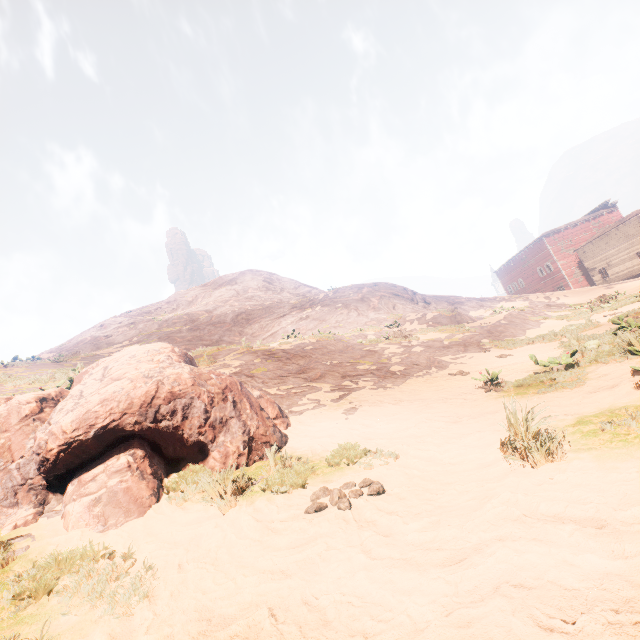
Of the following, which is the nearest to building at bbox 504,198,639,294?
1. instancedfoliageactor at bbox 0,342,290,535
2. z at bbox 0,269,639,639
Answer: z at bbox 0,269,639,639

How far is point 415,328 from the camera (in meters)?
18.47

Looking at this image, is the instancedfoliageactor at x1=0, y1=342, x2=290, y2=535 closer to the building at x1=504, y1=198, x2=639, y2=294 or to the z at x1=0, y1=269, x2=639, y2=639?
the z at x1=0, y1=269, x2=639, y2=639

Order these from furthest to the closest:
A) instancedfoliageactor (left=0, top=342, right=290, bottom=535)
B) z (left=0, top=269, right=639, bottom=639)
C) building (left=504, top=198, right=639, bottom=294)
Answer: building (left=504, top=198, right=639, bottom=294)
instancedfoliageactor (left=0, top=342, right=290, bottom=535)
z (left=0, top=269, right=639, bottom=639)

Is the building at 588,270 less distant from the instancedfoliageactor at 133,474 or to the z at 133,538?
the z at 133,538
